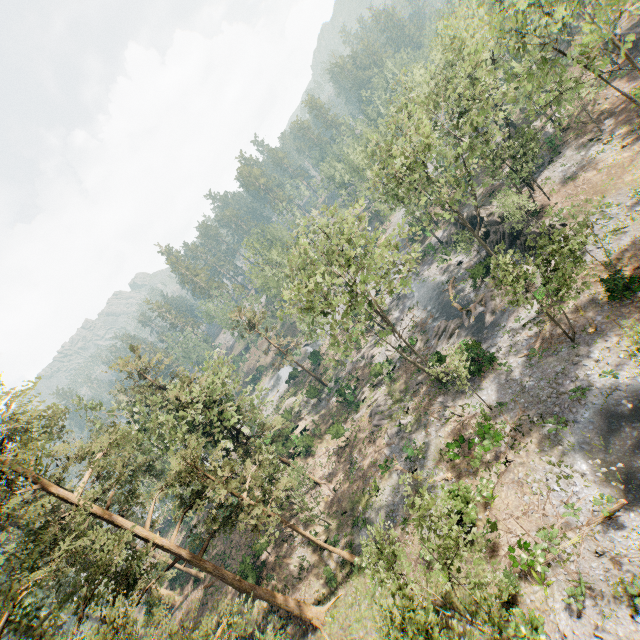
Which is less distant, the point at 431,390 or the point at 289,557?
the point at 289,557

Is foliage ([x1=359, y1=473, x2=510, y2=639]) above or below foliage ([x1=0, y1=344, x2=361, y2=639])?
Answer: below

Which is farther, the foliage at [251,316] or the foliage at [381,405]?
the foliage at [251,316]

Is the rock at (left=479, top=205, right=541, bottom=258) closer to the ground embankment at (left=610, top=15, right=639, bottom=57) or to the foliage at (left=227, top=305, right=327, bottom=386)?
the foliage at (left=227, top=305, right=327, bottom=386)

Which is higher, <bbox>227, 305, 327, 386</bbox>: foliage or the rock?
<bbox>227, 305, 327, 386</bbox>: foliage

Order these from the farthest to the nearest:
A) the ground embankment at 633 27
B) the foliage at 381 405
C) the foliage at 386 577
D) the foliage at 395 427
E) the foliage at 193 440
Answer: the ground embankment at 633 27
the foliage at 381 405
the foliage at 395 427
the foliage at 193 440
the foliage at 386 577

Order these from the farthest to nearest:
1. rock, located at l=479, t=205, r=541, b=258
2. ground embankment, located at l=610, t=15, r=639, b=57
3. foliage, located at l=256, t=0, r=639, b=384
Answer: ground embankment, located at l=610, t=15, r=639, b=57 → rock, located at l=479, t=205, r=541, b=258 → foliage, located at l=256, t=0, r=639, b=384
